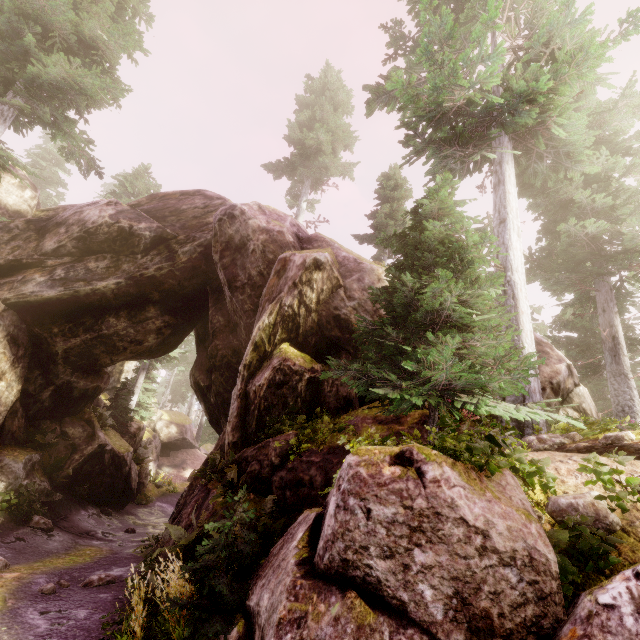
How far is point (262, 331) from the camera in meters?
10.3 m

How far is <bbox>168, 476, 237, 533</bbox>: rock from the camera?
7.61m

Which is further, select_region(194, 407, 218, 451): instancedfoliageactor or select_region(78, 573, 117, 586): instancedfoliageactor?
select_region(194, 407, 218, 451): instancedfoliageactor

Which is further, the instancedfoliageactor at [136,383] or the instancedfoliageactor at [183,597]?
the instancedfoliageactor at [136,383]

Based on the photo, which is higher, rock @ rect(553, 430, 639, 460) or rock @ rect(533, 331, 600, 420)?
rock @ rect(533, 331, 600, 420)

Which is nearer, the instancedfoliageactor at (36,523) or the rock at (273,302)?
the rock at (273,302)

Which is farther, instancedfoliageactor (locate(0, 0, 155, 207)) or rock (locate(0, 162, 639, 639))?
instancedfoliageactor (locate(0, 0, 155, 207))
